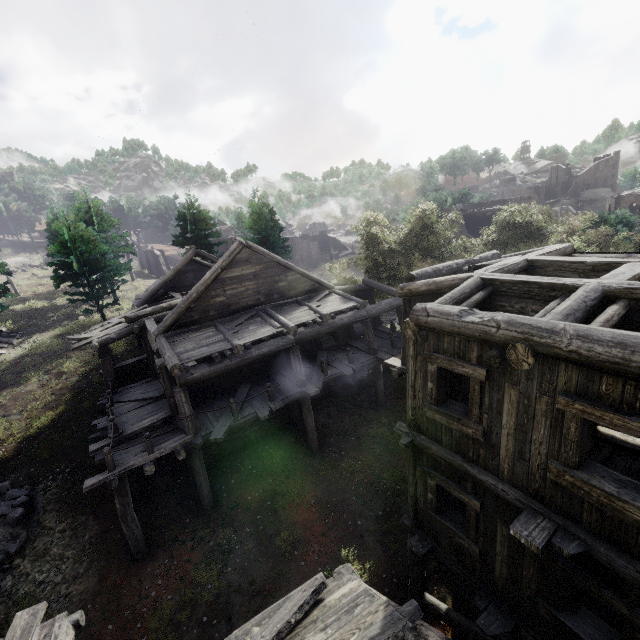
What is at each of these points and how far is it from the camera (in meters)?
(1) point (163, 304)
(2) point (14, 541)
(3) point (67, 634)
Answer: (1) building, 17.59
(2) rubble, 11.31
(3) building, 6.03

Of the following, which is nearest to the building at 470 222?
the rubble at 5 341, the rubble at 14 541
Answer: the rubble at 14 541

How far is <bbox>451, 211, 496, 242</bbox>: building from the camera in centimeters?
3338cm

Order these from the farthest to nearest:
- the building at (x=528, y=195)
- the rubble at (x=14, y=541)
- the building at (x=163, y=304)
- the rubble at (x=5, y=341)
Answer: the building at (x=528, y=195), the rubble at (x=5, y=341), the rubble at (x=14, y=541), the building at (x=163, y=304)

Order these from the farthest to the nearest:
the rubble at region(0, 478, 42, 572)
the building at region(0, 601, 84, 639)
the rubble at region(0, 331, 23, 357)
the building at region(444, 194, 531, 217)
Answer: the building at region(444, 194, 531, 217)
the rubble at region(0, 331, 23, 357)
the rubble at region(0, 478, 42, 572)
the building at region(0, 601, 84, 639)

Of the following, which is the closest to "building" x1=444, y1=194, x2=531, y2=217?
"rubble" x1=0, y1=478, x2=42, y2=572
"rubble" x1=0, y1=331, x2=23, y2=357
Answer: "rubble" x1=0, y1=478, x2=42, y2=572

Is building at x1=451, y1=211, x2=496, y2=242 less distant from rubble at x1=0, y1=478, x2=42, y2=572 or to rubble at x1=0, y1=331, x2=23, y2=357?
rubble at x1=0, y1=478, x2=42, y2=572
